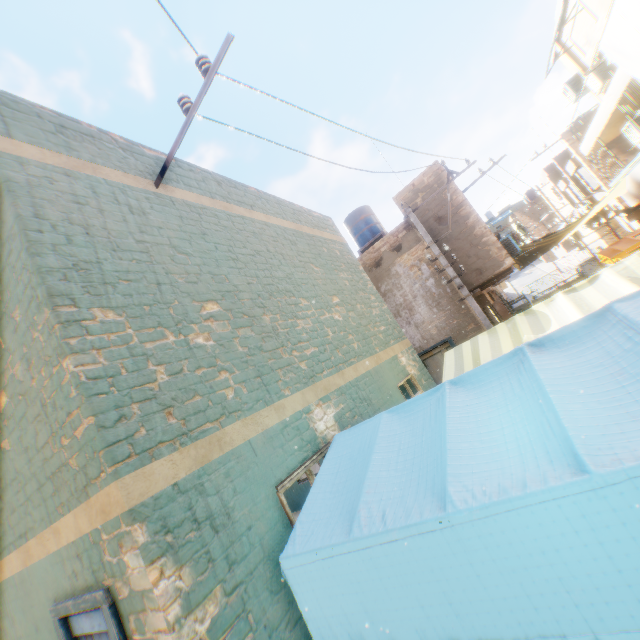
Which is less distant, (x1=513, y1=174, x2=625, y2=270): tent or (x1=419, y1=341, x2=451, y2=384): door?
(x1=419, y1=341, x2=451, y2=384): door

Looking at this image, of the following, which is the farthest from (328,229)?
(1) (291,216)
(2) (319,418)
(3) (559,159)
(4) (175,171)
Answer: (3) (559,159)

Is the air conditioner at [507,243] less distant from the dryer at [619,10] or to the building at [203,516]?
the building at [203,516]

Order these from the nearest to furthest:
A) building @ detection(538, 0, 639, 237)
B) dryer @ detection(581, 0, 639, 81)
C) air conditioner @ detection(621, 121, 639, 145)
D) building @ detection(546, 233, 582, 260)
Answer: dryer @ detection(581, 0, 639, 81), building @ detection(538, 0, 639, 237), air conditioner @ detection(621, 121, 639, 145), building @ detection(546, 233, 582, 260)

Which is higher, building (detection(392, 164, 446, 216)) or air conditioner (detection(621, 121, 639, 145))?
building (detection(392, 164, 446, 216))

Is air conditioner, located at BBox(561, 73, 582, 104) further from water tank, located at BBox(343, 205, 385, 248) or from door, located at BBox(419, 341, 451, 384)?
door, located at BBox(419, 341, 451, 384)

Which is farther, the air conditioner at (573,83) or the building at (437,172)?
the air conditioner at (573,83)

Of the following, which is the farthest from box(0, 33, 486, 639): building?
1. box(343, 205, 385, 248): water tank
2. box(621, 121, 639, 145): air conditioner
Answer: box(343, 205, 385, 248): water tank
